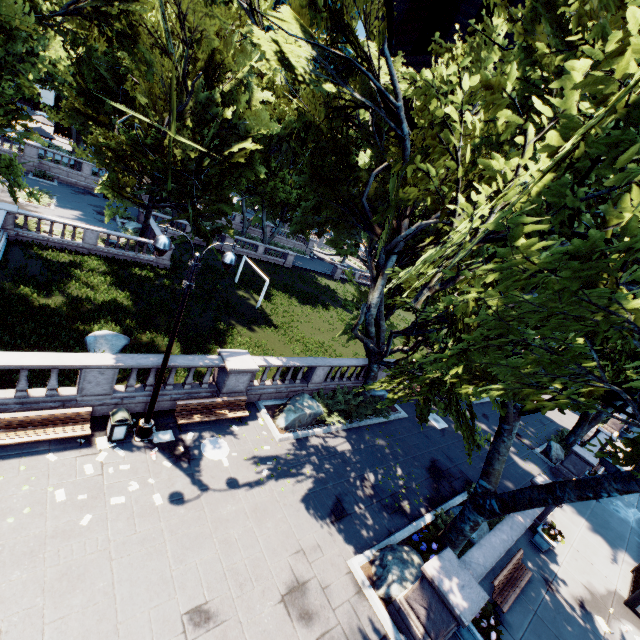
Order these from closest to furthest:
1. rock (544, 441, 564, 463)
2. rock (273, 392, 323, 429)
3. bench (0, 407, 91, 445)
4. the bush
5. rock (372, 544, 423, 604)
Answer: bench (0, 407, 91, 445) → rock (372, 544, 423, 604) → rock (273, 392, 323, 429) → the bush → rock (544, 441, 564, 463)

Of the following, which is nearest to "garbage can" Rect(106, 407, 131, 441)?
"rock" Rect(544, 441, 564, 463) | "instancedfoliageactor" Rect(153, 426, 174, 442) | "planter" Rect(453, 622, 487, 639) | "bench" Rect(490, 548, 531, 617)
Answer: "instancedfoliageactor" Rect(153, 426, 174, 442)

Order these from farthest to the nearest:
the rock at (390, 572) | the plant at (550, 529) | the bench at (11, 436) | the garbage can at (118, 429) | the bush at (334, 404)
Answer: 1. the bush at (334, 404)
2. the plant at (550, 529)
3. the garbage can at (118, 429)
4. the rock at (390, 572)
5. the bench at (11, 436)

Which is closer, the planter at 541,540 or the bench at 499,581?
the bench at 499,581

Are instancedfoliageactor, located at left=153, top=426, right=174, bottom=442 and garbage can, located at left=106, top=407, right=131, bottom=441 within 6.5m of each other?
yes

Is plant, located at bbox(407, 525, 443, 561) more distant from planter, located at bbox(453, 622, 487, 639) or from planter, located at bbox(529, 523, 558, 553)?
planter, located at bbox(529, 523, 558, 553)

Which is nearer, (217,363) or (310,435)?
(217,363)

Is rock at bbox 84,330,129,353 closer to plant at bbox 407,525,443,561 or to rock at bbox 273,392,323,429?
rock at bbox 273,392,323,429
